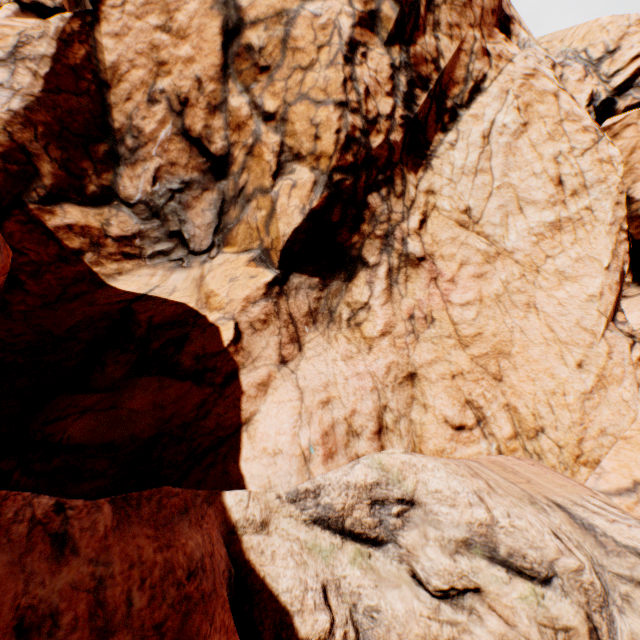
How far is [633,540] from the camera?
6.1 meters
